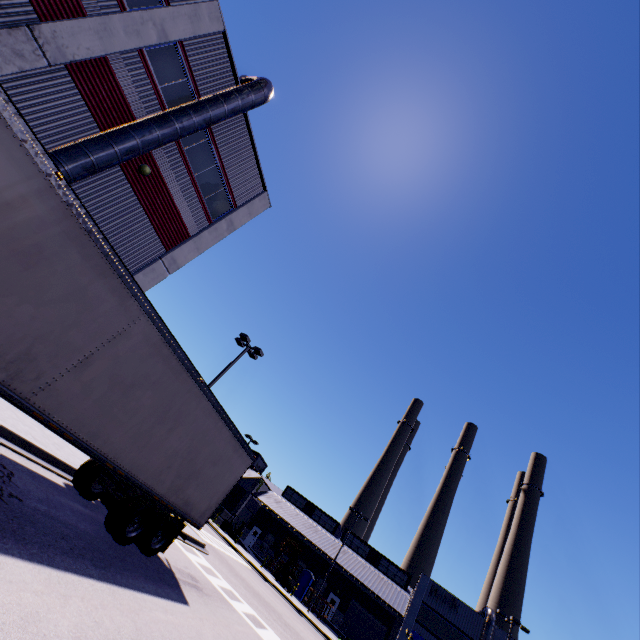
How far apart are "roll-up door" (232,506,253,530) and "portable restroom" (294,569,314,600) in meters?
11.8

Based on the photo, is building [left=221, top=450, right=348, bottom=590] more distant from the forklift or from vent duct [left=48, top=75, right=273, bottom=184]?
the forklift

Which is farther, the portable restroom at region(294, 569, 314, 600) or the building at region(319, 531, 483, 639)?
the portable restroom at region(294, 569, 314, 600)

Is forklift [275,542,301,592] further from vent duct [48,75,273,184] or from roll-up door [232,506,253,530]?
vent duct [48,75,273,184]

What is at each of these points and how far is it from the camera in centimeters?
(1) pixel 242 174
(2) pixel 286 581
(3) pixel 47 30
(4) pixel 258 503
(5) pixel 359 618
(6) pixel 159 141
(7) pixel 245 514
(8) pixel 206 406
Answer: (1) building, 1725cm
(2) forklift, 3584cm
(3) building, 960cm
(4) building, 5078cm
(5) roll-up door, 4088cm
(6) vent duct, 1160cm
(7) roll-up door, 4884cm
(8) semi trailer, 928cm

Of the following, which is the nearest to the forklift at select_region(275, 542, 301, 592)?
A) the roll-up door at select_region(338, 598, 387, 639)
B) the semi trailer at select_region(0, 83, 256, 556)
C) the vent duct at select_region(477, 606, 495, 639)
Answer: the semi trailer at select_region(0, 83, 256, 556)

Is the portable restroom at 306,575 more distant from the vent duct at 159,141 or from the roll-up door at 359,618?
the vent duct at 159,141

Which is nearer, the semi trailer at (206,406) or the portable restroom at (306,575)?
the semi trailer at (206,406)
